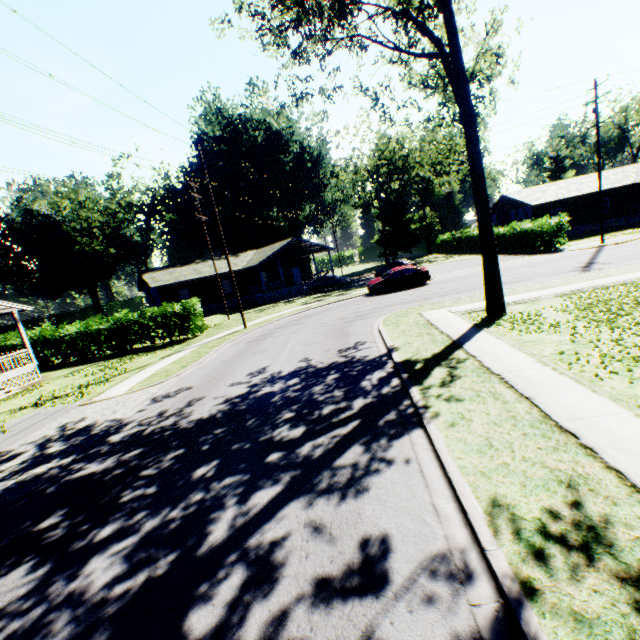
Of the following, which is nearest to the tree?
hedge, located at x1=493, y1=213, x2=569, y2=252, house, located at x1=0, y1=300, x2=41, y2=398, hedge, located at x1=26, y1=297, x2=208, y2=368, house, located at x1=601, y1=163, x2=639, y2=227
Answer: hedge, located at x1=26, y1=297, x2=208, y2=368

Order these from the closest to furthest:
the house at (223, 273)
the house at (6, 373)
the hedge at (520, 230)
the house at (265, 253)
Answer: the house at (6, 373) → the hedge at (520, 230) → the house at (265, 253) → the house at (223, 273)

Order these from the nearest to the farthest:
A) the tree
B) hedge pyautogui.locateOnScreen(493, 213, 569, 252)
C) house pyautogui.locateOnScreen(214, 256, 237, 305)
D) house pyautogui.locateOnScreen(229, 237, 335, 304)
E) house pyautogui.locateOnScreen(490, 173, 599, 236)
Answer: the tree, hedge pyautogui.locateOnScreen(493, 213, 569, 252), house pyautogui.locateOnScreen(490, 173, 599, 236), house pyautogui.locateOnScreen(229, 237, 335, 304), house pyautogui.locateOnScreen(214, 256, 237, 305)

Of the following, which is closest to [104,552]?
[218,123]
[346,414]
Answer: [346,414]

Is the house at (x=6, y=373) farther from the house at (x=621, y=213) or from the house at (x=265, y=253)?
the house at (x=621, y=213)

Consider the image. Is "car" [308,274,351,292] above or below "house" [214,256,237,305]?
below
